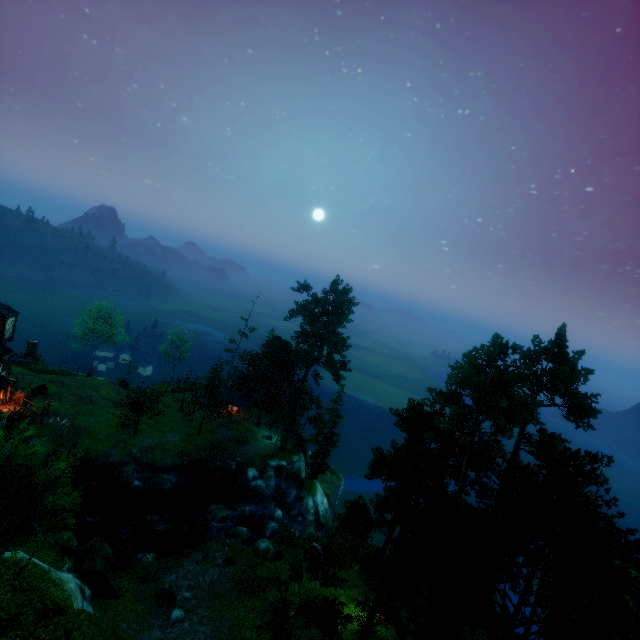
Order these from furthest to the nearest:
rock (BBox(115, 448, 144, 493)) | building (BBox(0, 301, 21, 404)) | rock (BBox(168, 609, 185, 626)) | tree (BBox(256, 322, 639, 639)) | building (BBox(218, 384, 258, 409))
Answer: building (BBox(218, 384, 258, 409))
rock (BBox(115, 448, 144, 493))
building (BBox(0, 301, 21, 404))
rock (BBox(168, 609, 185, 626))
tree (BBox(256, 322, 639, 639))

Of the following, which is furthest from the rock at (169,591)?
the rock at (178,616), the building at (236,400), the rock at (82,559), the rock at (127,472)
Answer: the building at (236,400)

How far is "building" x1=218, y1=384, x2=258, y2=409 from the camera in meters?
50.1 m

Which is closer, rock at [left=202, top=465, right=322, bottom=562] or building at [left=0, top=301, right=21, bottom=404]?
rock at [left=202, top=465, right=322, bottom=562]

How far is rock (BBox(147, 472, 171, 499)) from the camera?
35.1 meters

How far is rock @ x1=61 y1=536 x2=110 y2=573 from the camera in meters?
23.4

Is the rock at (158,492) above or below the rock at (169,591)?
below

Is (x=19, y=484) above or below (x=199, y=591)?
above
